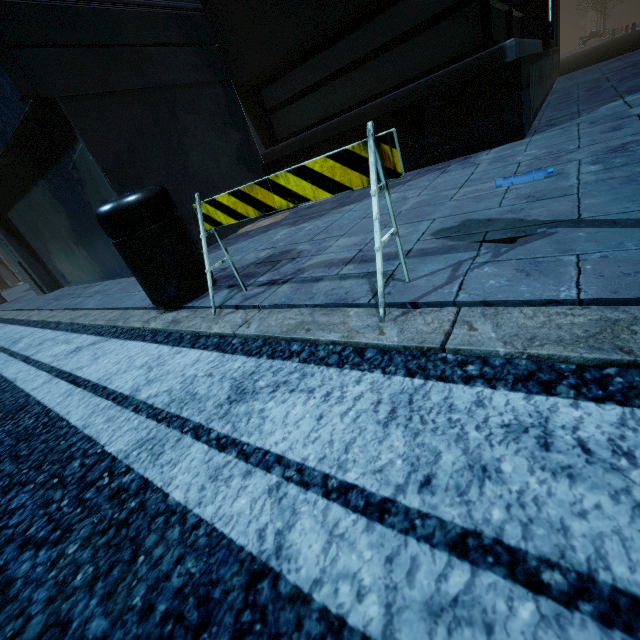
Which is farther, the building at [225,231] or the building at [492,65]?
the building at [225,231]

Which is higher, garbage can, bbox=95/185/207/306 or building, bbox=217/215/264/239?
garbage can, bbox=95/185/207/306

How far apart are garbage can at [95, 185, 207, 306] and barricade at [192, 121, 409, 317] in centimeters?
45cm

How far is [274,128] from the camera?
6.0m

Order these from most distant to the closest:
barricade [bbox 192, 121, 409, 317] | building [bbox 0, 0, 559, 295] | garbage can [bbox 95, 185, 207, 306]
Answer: building [bbox 0, 0, 559, 295], garbage can [bbox 95, 185, 207, 306], barricade [bbox 192, 121, 409, 317]

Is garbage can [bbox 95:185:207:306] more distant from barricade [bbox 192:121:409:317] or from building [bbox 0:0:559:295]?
building [bbox 0:0:559:295]

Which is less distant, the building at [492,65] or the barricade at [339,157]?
the barricade at [339,157]

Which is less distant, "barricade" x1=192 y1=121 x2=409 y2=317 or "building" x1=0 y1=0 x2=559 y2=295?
"barricade" x1=192 y1=121 x2=409 y2=317
